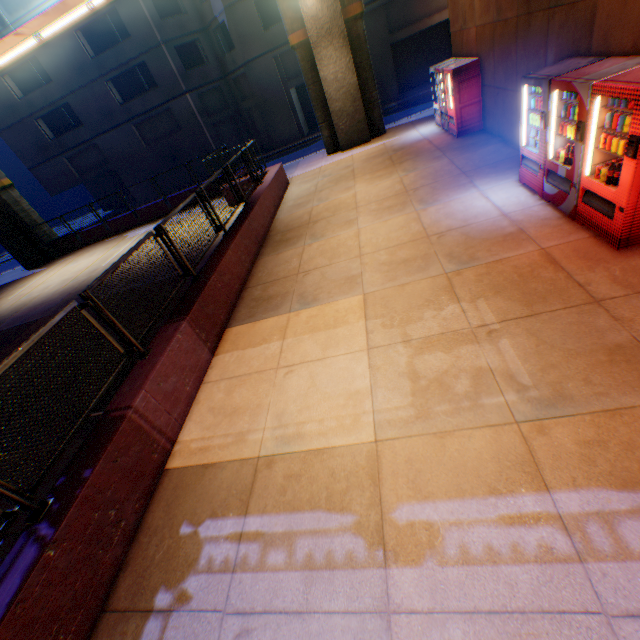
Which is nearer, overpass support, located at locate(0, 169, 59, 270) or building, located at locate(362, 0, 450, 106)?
overpass support, located at locate(0, 169, 59, 270)

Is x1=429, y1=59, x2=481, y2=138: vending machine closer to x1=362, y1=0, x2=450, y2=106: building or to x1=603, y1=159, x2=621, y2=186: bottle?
x1=603, y1=159, x2=621, y2=186: bottle

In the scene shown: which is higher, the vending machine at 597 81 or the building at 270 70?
Result: the building at 270 70

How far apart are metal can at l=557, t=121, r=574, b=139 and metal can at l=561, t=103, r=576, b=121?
0.08m

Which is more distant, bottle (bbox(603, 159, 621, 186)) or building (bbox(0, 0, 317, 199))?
building (bbox(0, 0, 317, 199))

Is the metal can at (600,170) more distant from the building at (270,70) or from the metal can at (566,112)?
the building at (270,70)

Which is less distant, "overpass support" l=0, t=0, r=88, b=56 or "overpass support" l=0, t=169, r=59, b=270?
"overpass support" l=0, t=0, r=88, b=56

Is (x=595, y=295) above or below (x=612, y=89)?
below
